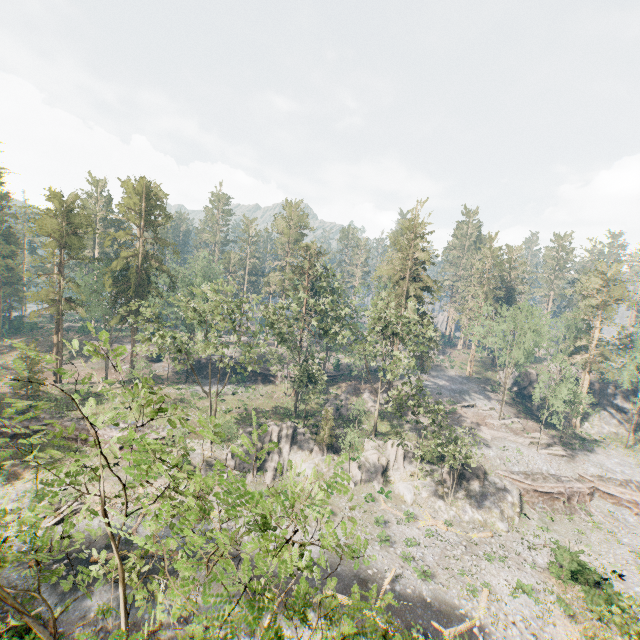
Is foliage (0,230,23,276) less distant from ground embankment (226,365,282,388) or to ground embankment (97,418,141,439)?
ground embankment (97,418,141,439)

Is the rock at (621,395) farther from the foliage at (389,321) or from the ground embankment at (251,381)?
the ground embankment at (251,381)

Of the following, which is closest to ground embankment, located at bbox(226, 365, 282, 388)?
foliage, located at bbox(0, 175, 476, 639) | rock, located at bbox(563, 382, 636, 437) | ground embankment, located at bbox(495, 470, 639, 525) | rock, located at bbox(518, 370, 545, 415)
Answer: foliage, located at bbox(0, 175, 476, 639)

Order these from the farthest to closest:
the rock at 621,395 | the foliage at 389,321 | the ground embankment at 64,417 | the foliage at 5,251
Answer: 1. the foliage at 5,251
2. the rock at 621,395
3. the ground embankment at 64,417
4. the foliage at 389,321

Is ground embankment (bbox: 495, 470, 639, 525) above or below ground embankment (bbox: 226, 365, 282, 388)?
below

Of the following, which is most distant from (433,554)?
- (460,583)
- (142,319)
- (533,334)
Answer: (142,319)

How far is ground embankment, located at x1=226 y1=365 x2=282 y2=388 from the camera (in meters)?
56.36

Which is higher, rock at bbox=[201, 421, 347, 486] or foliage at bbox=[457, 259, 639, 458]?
foliage at bbox=[457, 259, 639, 458]
